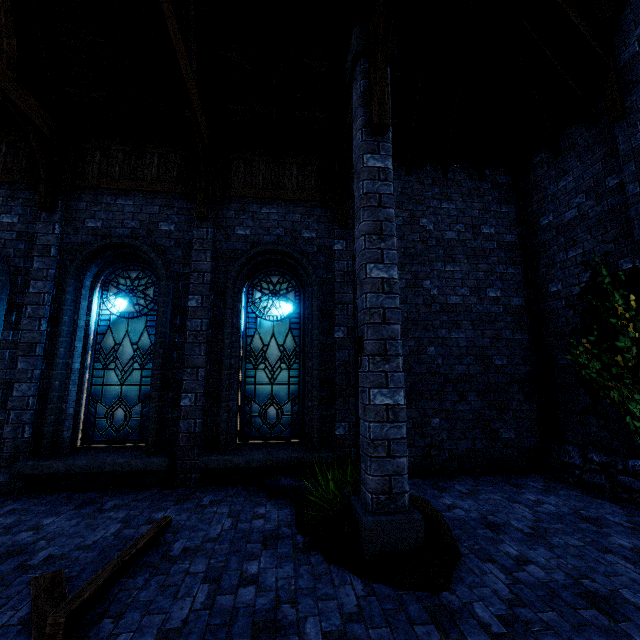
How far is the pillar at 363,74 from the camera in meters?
3.6 m

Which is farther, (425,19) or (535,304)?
(535,304)

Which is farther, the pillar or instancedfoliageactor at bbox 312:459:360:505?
instancedfoliageactor at bbox 312:459:360:505

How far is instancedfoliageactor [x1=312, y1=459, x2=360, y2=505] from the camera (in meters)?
4.37

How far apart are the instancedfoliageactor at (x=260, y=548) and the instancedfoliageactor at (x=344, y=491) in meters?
0.5

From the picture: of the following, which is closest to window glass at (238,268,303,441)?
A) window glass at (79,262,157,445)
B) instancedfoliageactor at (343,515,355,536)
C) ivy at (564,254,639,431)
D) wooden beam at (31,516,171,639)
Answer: window glass at (79,262,157,445)

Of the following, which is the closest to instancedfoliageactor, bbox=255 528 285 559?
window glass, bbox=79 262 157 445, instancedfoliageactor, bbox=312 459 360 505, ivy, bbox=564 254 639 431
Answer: instancedfoliageactor, bbox=312 459 360 505

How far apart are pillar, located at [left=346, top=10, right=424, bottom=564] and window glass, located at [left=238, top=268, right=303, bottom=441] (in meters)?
2.65
